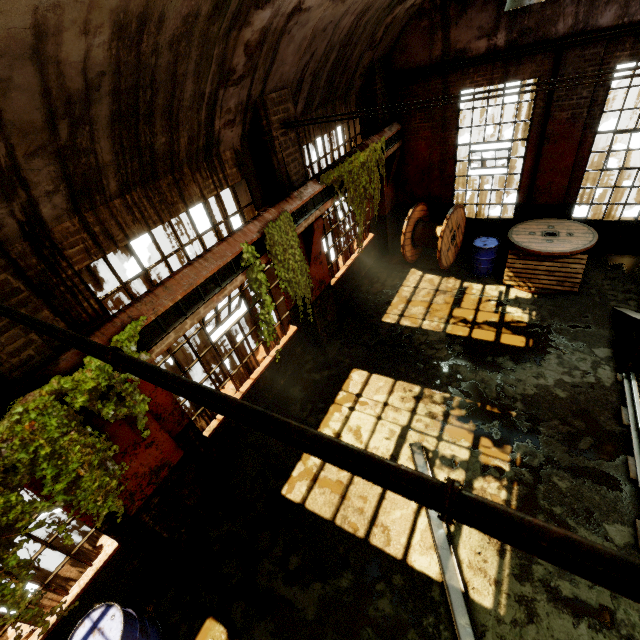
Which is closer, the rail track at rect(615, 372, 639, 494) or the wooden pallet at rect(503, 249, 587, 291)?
the rail track at rect(615, 372, 639, 494)

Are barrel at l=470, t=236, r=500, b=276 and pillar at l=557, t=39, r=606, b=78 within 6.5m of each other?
yes

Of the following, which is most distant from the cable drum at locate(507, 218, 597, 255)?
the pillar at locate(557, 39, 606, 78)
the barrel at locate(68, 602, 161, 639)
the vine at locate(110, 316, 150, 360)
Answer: the barrel at locate(68, 602, 161, 639)

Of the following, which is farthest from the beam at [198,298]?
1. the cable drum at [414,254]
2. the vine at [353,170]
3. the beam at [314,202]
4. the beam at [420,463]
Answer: the cable drum at [414,254]

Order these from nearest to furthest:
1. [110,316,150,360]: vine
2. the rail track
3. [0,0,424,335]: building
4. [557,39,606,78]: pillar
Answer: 1. [0,0,424,335]: building
2. [110,316,150,360]: vine
3. the rail track
4. [557,39,606,78]: pillar

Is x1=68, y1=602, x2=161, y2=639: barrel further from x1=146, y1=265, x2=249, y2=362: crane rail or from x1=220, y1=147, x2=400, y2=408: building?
x1=146, y1=265, x2=249, y2=362: crane rail

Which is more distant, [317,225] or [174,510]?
[317,225]

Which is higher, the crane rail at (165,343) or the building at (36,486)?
the crane rail at (165,343)
